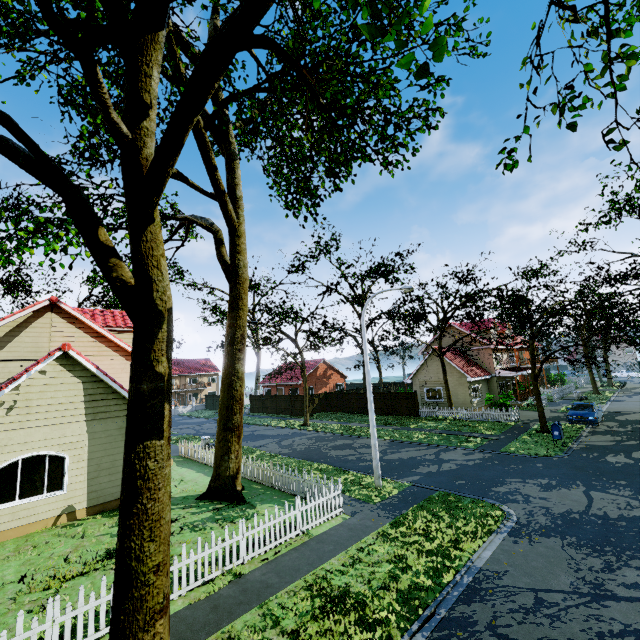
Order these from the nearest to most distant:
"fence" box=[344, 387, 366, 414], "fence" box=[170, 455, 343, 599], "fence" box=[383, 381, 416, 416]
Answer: "fence" box=[170, 455, 343, 599], "fence" box=[383, 381, 416, 416], "fence" box=[344, 387, 366, 414]

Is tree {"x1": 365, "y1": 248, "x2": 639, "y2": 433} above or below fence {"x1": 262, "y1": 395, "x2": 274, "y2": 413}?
above

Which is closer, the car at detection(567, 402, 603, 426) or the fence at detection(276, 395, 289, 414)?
the car at detection(567, 402, 603, 426)

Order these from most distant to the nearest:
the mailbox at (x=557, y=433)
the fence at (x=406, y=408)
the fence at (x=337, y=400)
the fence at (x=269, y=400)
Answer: the fence at (x=269, y=400) → the fence at (x=337, y=400) → the fence at (x=406, y=408) → the mailbox at (x=557, y=433)

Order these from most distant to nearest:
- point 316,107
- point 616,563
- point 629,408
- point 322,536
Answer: point 629,408, point 322,536, point 316,107, point 616,563

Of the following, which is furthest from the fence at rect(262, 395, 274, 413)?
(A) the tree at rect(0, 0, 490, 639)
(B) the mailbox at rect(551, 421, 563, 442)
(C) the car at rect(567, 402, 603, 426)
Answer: (B) the mailbox at rect(551, 421, 563, 442)

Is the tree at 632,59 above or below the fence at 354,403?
above
